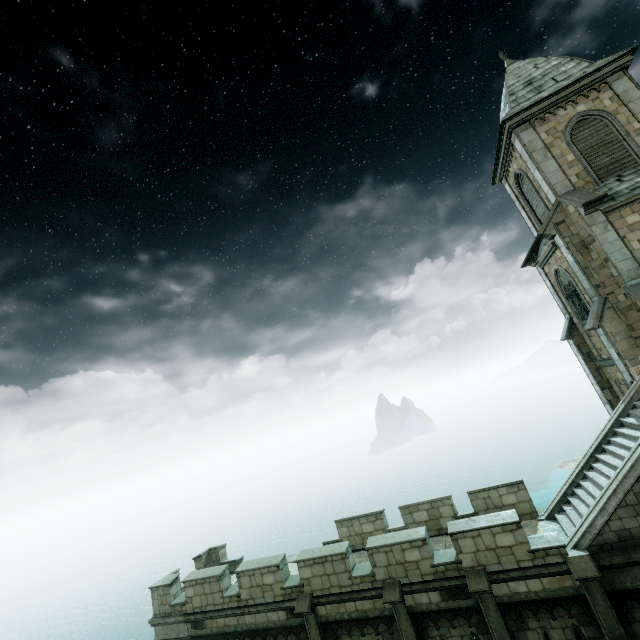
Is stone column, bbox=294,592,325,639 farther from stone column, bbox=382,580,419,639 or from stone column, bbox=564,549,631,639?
stone column, bbox=564,549,631,639

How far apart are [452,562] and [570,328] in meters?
13.9 m

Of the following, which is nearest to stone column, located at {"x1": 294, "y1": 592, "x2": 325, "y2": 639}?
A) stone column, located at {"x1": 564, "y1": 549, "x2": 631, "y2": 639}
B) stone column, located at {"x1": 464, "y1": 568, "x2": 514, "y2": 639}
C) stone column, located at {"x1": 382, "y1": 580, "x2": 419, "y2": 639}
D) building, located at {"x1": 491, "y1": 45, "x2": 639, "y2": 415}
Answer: stone column, located at {"x1": 382, "y1": 580, "x2": 419, "y2": 639}

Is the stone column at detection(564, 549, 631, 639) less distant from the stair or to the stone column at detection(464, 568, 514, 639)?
the stair

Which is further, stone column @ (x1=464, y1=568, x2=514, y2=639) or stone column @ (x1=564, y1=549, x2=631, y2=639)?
stone column @ (x1=464, y1=568, x2=514, y2=639)

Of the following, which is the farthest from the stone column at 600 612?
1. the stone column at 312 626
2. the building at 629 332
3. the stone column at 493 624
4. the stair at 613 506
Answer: the stone column at 312 626

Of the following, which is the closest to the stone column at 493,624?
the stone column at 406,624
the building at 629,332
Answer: the stone column at 406,624

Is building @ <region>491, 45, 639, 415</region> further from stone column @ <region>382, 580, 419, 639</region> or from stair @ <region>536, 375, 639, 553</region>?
stone column @ <region>382, 580, 419, 639</region>
